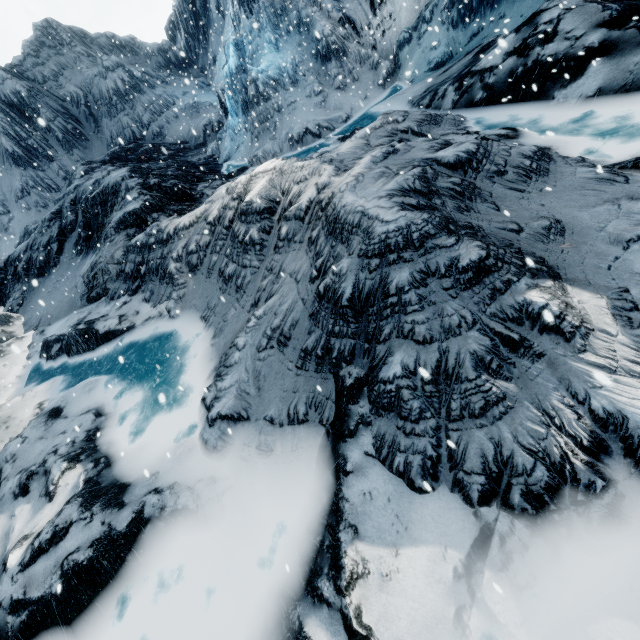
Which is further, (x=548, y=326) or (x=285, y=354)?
(x=285, y=354)
